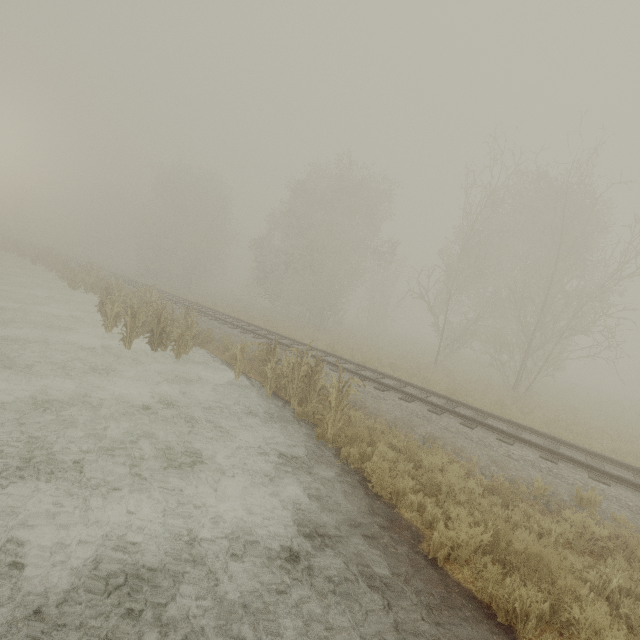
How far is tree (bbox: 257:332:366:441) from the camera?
7.90m

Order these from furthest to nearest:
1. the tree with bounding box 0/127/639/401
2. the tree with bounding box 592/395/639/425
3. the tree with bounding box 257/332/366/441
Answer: the tree with bounding box 592/395/639/425 → the tree with bounding box 0/127/639/401 → the tree with bounding box 257/332/366/441

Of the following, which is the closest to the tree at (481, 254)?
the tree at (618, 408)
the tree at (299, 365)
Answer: the tree at (618, 408)

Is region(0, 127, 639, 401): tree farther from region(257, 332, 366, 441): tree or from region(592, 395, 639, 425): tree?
region(257, 332, 366, 441): tree

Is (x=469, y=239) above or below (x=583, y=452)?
above

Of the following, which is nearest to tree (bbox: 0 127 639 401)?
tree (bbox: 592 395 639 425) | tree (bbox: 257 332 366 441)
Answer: tree (bbox: 592 395 639 425)

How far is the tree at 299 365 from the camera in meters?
7.9 m
